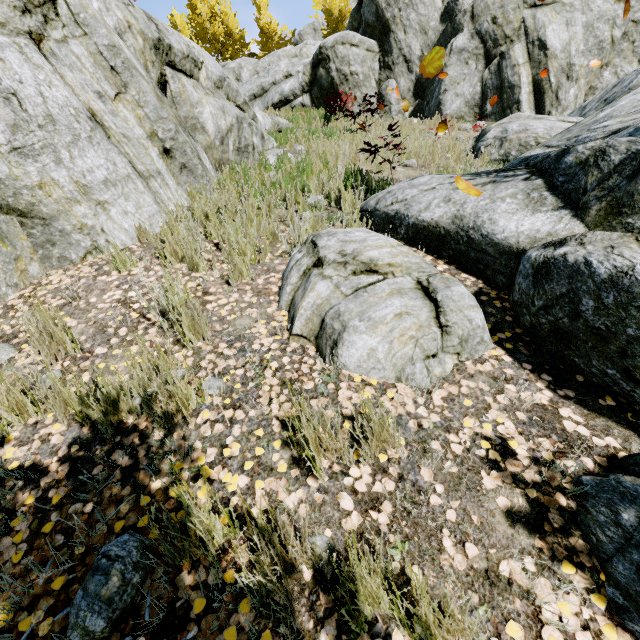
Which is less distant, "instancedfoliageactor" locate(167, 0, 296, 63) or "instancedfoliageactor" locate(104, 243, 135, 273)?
"instancedfoliageactor" locate(104, 243, 135, 273)

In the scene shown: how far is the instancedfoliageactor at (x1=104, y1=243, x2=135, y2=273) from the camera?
3.6 meters

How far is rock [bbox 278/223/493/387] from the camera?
2.15m

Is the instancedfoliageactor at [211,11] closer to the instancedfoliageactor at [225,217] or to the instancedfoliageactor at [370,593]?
the instancedfoliageactor at [225,217]

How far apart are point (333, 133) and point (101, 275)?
8.3m

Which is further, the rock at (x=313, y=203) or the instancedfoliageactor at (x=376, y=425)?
the rock at (x=313, y=203)

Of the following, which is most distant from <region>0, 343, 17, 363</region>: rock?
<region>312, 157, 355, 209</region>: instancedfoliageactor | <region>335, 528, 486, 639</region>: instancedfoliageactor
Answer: <region>335, 528, 486, 639</region>: instancedfoliageactor
